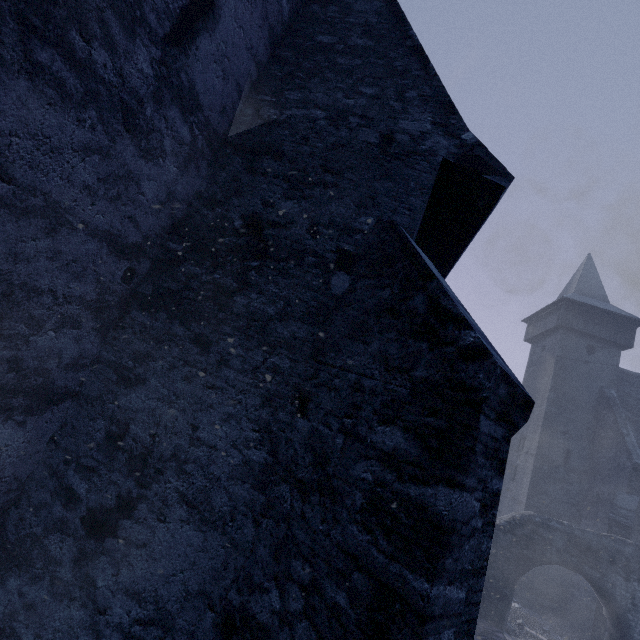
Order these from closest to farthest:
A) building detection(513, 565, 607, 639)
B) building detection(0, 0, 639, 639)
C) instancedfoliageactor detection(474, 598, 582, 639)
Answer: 1. building detection(0, 0, 639, 639)
2. instancedfoliageactor detection(474, 598, 582, 639)
3. building detection(513, 565, 607, 639)

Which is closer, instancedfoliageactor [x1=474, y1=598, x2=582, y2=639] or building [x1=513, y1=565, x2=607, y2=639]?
instancedfoliageactor [x1=474, y1=598, x2=582, y2=639]

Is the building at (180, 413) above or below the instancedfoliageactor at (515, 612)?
above

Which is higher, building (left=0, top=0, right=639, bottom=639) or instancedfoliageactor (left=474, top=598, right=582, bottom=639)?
building (left=0, top=0, right=639, bottom=639)

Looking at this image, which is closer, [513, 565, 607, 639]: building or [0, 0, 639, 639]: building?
[0, 0, 639, 639]: building

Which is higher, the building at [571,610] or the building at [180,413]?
the building at [180,413]

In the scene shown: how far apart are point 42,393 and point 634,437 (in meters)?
21.23
